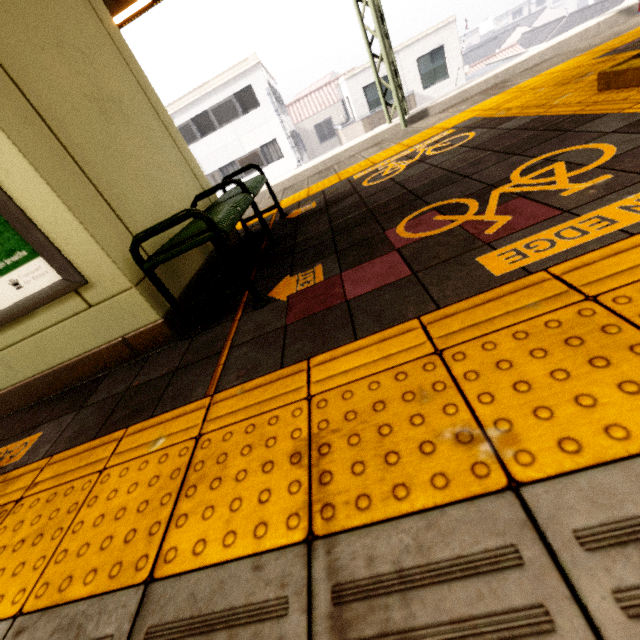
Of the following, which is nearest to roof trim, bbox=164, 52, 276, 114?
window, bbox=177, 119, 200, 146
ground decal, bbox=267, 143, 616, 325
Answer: window, bbox=177, 119, 200, 146

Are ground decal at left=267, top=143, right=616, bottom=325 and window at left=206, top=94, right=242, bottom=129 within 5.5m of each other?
no

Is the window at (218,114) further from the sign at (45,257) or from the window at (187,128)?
the sign at (45,257)

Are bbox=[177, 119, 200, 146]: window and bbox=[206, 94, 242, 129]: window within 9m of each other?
yes

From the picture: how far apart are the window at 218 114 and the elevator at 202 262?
18.7m

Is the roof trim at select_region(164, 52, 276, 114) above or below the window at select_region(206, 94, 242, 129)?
above

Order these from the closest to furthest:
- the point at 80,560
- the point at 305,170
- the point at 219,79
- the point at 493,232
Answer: the point at 80,560
the point at 493,232
the point at 305,170
the point at 219,79

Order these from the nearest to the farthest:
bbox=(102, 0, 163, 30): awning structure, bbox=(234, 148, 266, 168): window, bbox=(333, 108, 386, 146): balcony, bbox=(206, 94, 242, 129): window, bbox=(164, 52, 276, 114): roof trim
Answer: bbox=(102, 0, 163, 30): awning structure
bbox=(333, 108, 386, 146): balcony
bbox=(164, 52, 276, 114): roof trim
bbox=(206, 94, 242, 129): window
bbox=(234, 148, 266, 168): window
